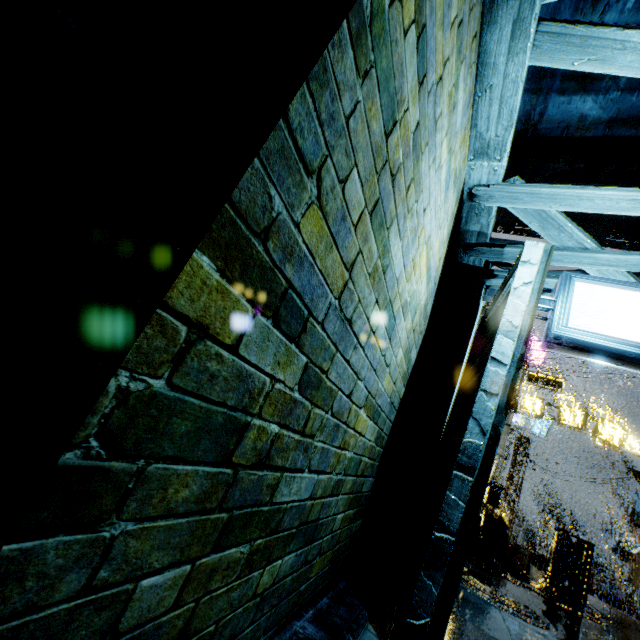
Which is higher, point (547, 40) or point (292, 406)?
point (547, 40)

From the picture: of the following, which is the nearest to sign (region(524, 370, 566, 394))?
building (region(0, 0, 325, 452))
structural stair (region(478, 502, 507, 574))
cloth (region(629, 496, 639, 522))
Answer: building (region(0, 0, 325, 452))

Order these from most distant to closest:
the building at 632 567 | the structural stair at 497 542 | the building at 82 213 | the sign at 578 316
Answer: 1. the building at 632 567
2. the structural stair at 497 542
3. the sign at 578 316
4. the building at 82 213

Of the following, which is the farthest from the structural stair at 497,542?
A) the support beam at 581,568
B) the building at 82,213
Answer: the support beam at 581,568

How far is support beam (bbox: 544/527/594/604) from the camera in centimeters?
1238cm

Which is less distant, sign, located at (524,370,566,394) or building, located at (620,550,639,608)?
sign, located at (524,370,566,394)

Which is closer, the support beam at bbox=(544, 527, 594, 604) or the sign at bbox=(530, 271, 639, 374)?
the sign at bbox=(530, 271, 639, 374)

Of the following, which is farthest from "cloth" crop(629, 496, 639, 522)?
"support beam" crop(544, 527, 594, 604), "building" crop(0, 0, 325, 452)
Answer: "support beam" crop(544, 527, 594, 604)
